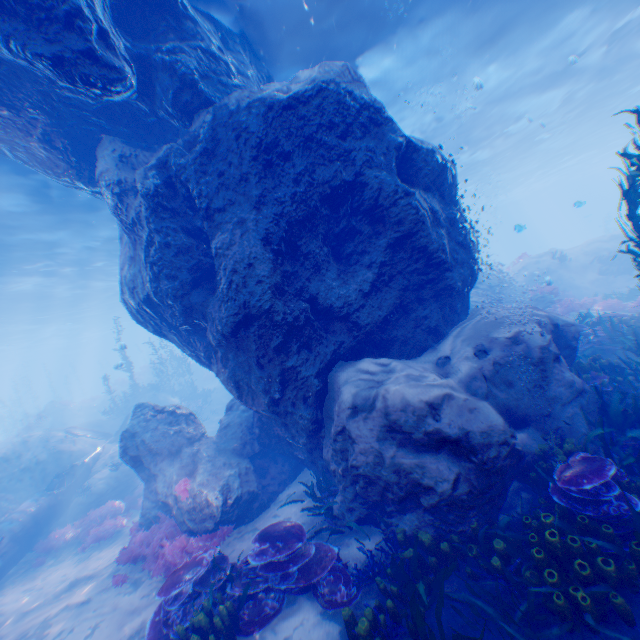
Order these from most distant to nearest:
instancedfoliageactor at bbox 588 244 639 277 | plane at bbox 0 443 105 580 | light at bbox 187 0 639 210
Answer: plane at bbox 0 443 105 580
light at bbox 187 0 639 210
instancedfoliageactor at bbox 588 244 639 277

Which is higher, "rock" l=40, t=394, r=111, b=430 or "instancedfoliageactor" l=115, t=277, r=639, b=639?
"rock" l=40, t=394, r=111, b=430

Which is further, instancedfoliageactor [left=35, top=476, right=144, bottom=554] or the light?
instancedfoliageactor [left=35, top=476, right=144, bottom=554]

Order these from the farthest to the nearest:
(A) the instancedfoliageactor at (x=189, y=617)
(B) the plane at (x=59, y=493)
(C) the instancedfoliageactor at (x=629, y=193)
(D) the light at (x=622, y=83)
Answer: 1. (B) the plane at (x=59, y=493)
2. (D) the light at (x=622, y=83)
3. (C) the instancedfoliageactor at (x=629, y=193)
4. (A) the instancedfoliageactor at (x=189, y=617)

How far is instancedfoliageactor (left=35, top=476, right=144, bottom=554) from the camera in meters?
11.4 m

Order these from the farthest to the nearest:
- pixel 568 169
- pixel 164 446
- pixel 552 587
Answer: pixel 568 169, pixel 164 446, pixel 552 587

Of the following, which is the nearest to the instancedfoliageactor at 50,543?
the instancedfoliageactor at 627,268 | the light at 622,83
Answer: the light at 622,83

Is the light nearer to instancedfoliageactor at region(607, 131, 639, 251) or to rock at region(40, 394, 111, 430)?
instancedfoliageactor at region(607, 131, 639, 251)
